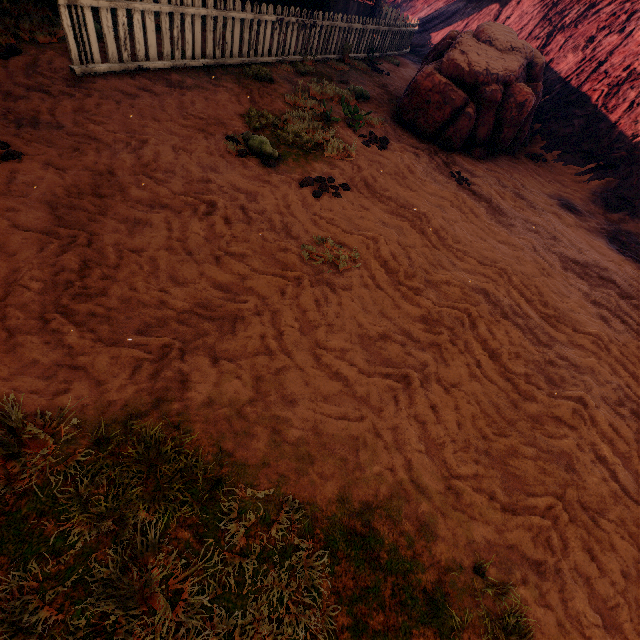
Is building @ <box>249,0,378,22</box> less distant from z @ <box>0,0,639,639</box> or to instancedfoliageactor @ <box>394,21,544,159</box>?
z @ <box>0,0,639,639</box>

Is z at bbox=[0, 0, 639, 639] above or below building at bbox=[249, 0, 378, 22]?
below

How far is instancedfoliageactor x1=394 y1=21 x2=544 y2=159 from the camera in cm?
654

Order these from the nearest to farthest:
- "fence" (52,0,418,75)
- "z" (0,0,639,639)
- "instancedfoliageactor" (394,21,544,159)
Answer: "z" (0,0,639,639) < "fence" (52,0,418,75) < "instancedfoliageactor" (394,21,544,159)

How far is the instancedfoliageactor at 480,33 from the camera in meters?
6.5 m

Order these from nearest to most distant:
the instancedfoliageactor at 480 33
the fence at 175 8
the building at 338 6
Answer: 1. the fence at 175 8
2. the instancedfoliageactor at 480 33
3. the building at 338 6

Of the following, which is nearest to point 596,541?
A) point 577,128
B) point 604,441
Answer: A: point 604,441

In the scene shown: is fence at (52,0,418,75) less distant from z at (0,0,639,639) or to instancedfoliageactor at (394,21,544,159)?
z at (0,0,639,639)
